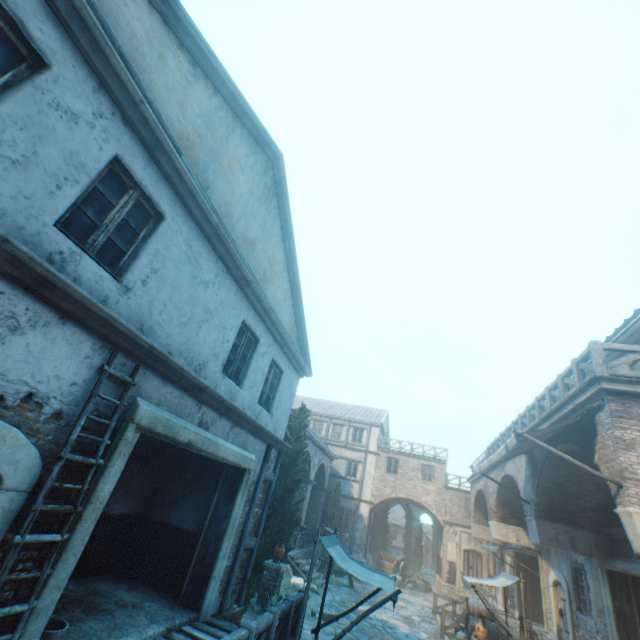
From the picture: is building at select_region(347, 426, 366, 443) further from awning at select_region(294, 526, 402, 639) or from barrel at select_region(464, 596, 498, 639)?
barrel at select_region(464, 596, 498, 639)

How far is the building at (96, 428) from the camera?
4.0m

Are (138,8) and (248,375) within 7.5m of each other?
yes

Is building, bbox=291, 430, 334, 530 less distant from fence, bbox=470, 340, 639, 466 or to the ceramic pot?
fence, bbox=470, 340, 639, 466

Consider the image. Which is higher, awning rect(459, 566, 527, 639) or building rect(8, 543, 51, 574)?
awning rect(459, 566, 527, 639)

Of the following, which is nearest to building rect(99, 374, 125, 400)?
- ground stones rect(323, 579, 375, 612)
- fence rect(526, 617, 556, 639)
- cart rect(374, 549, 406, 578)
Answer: ground stones rect(323, 579, 375, 612)

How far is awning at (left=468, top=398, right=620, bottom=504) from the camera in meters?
6.8
